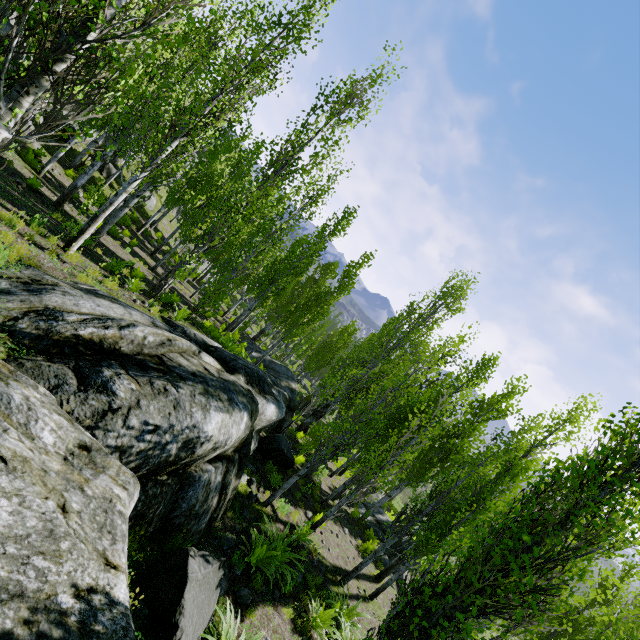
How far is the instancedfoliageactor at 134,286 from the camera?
8.8 meters

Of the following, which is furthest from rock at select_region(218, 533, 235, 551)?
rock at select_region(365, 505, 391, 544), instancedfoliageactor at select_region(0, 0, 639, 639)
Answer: rock at select_region(365, 505, 391, 544)

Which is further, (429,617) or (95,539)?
(429,617)

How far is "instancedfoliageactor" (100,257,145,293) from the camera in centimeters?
881cm

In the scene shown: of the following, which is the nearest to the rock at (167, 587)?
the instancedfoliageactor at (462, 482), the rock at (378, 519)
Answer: the instancedfoliageactor at (462, 482)

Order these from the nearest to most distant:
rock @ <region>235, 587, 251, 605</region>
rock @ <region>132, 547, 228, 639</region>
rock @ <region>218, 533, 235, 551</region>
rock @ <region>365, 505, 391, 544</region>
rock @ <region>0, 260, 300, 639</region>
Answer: rock @ <region>0, 260, 300, 639</region> < rock @ <region>132, 547, 228, 639</region> < rock @ <region>235, 587, 251, 605</region> < rock @ <region>218, 533, 235, 551</region> < rock @ <region>365, 505, 391, 544</region>

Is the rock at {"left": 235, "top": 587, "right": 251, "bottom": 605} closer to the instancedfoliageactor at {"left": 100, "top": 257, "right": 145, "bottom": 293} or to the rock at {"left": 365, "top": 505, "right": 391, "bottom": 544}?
the instancedfoliageactor at {"left": 100, "top": 257, "right": 145, "bottom": 293}
